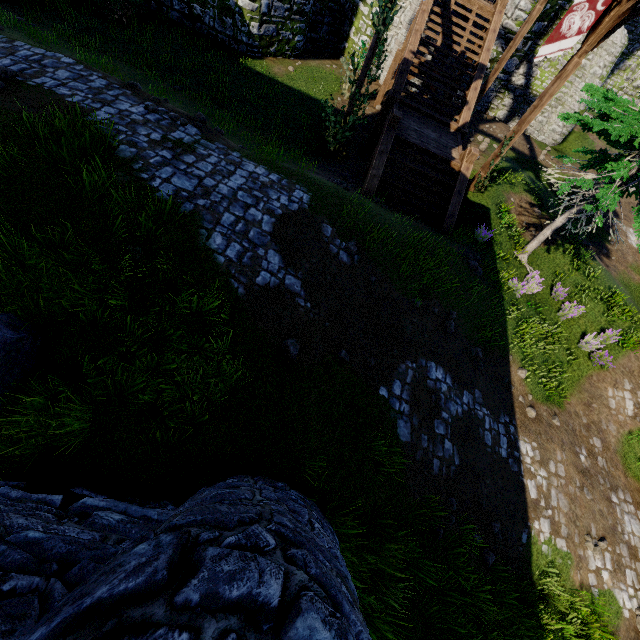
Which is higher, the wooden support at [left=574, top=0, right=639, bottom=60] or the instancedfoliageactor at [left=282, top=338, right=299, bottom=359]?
the wooden support at [left=574, top=0, right=639, bottom=60]

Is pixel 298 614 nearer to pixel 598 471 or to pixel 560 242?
pixel 598 471

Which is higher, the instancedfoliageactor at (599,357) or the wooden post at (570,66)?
the wooden post at (570,66)

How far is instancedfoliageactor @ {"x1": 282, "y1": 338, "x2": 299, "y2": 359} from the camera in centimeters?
548cm

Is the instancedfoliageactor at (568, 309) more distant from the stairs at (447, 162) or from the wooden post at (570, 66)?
the stairs at (447, 162)

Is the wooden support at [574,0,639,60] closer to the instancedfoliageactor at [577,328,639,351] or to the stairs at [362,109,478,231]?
the stairs at [362,109,478,231]

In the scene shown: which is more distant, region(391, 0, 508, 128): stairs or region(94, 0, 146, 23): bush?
region(94, 0, 146, 23): bush

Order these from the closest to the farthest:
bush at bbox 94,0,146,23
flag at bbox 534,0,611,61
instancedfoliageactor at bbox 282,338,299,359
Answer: instancedfoliageactor at bbox 282,338,299,359 → flag at bbox 534,0,611,61 → bush at bbox 94,0,146,23
